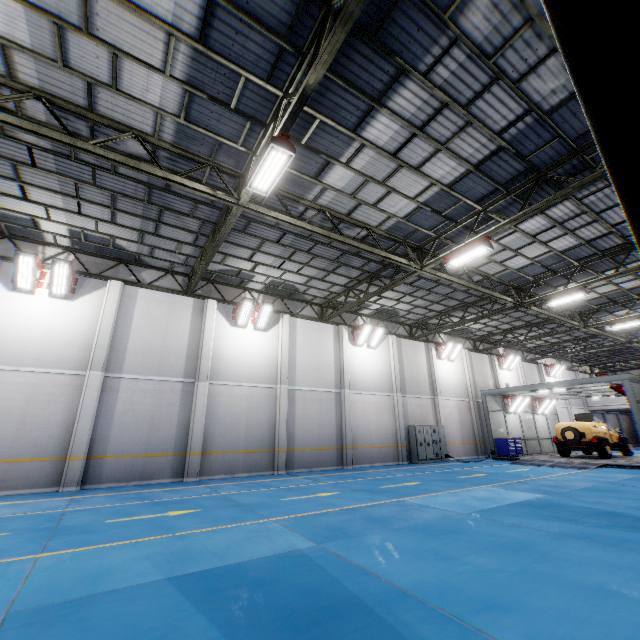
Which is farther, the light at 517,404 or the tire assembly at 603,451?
the light at 517,404

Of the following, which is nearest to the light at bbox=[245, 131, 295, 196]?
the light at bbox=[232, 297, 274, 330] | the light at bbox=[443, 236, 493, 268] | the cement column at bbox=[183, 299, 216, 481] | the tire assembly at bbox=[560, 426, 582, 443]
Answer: the light at bbox=[443, 236, 493, 268]

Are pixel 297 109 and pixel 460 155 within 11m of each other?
yes

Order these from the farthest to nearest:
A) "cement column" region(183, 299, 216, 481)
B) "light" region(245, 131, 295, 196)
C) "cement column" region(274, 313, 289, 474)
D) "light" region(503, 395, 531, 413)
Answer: "light" region(503, 395, 531, 413), "cement column" region(274, 313, 289, 474), "cement column" region(183, 299, 216, 481), "light" region(245, 131, 295, 196)

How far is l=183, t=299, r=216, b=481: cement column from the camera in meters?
13.2

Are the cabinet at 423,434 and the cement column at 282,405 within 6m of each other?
no

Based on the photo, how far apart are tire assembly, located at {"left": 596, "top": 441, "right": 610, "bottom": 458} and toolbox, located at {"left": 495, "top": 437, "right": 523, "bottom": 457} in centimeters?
381cm

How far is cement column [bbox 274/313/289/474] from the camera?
15.20m
